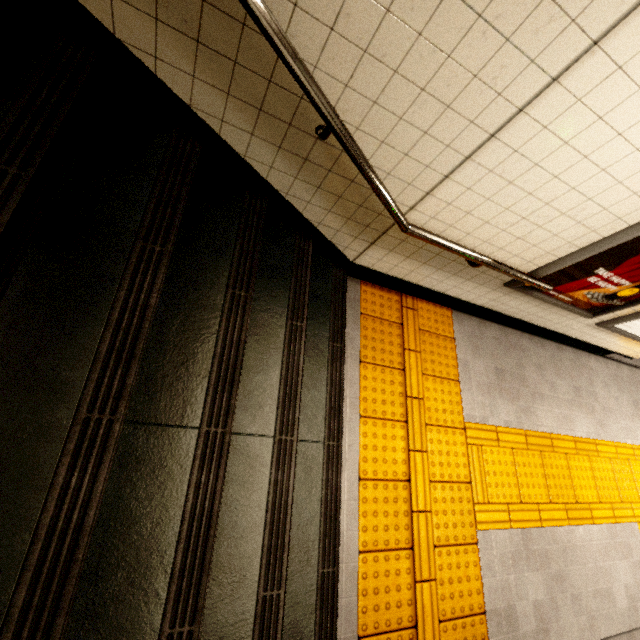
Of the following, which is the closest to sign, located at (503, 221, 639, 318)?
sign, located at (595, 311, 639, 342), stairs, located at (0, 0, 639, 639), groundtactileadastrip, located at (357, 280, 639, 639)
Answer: sign, located at (595, 311, 639, 342)

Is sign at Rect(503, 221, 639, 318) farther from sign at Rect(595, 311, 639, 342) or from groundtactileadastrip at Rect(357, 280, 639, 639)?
groundtactileadastrip at Rect(357, 280, 639, 639)

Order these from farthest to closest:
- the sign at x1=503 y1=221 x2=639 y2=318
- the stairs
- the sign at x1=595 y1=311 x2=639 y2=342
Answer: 1. the sign at x1=595 y1=311 x2=639 y2=342
2. the sign at x1=503 y1=221 x2=639 y2=318
3. the stairs

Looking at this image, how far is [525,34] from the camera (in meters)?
1.19

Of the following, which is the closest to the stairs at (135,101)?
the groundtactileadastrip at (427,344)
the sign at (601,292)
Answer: the groundtactileadastrip at (427,344)

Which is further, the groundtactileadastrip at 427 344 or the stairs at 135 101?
the groundtactileadastrip at 427 344
